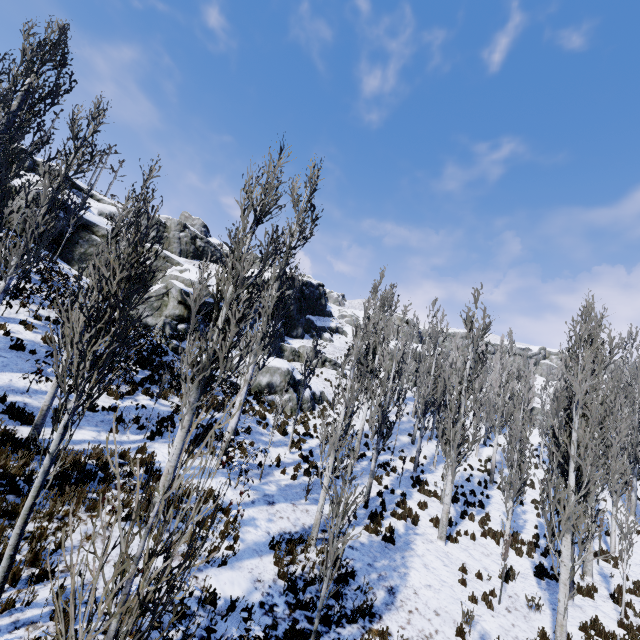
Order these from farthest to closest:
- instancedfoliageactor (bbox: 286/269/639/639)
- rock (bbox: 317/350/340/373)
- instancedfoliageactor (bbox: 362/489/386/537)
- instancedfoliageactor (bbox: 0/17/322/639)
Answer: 1. rock (bbox: 317/350/340/373)
2. instancedfoliageactor (bbox: 362/489/386/537)
3. instancedfoliageactor (bbox: 286/269/639/639)
4. instancedfoliageactor (bbox: 0/17/322/639)

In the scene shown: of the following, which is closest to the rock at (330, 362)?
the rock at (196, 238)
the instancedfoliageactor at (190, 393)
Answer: the instancedfoliageactor at (190, 393)

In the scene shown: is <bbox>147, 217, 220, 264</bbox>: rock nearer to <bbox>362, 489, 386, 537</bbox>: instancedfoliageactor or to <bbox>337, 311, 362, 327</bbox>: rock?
<bbox>337, 311, 362, 327</bbox>: rock

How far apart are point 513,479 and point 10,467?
16.56m

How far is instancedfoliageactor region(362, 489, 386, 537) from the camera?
11.6 meters

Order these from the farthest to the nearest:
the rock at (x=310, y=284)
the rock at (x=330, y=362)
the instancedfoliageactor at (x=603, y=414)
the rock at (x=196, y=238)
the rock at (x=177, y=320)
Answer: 1. the rock at (x=196, y=238)
2. the rock at (x=310, y=284)
3. the rock at (x=330, y=362)
4. the rock at (x=177, y=320)
5. the instancedfoliageactor at (x=603, y=414)
